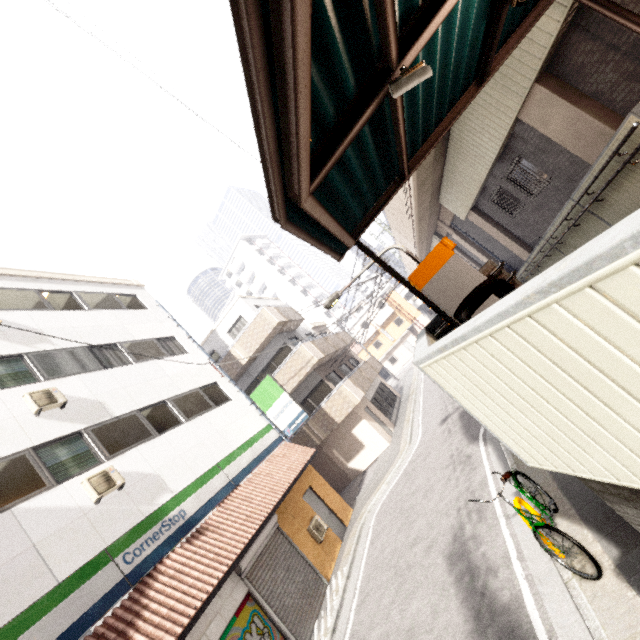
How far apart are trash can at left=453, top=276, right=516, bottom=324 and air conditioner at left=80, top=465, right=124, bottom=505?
8.7m

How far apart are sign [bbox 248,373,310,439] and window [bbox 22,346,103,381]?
5.8m

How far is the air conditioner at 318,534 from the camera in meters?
11.0 m

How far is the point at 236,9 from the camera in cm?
173

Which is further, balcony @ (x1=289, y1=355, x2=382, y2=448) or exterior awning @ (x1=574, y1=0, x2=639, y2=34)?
balcony @ (x1=289, y1=355, x2=382, y2=448)

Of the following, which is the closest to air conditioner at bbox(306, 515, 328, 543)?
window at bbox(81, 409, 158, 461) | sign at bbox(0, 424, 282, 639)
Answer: sign at bbox(0, 424, 282, 639)

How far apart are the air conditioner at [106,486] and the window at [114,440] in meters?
0.3 m

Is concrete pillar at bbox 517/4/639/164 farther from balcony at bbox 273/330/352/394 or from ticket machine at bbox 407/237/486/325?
balcony at bbox 273/330/352/394
